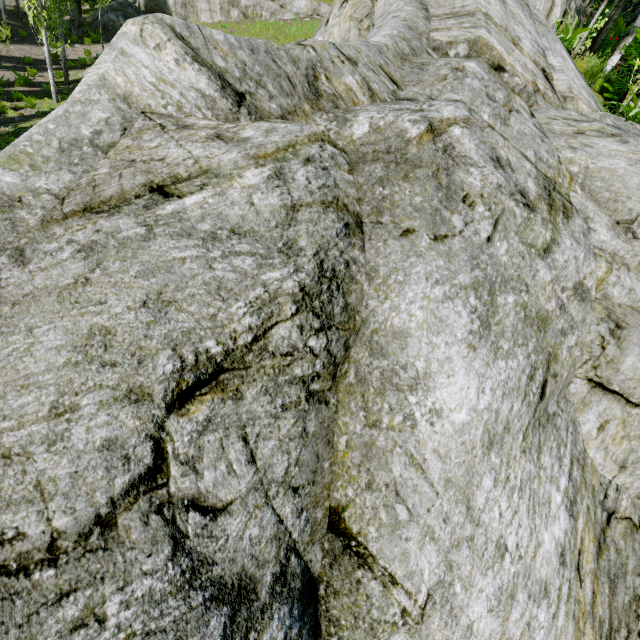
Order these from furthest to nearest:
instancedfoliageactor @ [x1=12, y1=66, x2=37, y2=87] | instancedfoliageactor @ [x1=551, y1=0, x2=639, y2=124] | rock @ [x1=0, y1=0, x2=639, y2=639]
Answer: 1. instancedfoliageactor @ [x1=12, y1=66, x2=37, y2=87]
2. instancedfoliageactor @ [x1=551, y1=0, x2=639, y2=124]
3. rock @ [x1=0, y1=0, x2=639, y2=639]

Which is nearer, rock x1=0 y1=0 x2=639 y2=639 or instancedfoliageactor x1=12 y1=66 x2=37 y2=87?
rock x1=0 y1=0 x2=639 y2=639

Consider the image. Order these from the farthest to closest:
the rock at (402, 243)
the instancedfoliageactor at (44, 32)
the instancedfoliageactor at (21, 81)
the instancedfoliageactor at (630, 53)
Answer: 1. the instancedfoliageactor at (21, 81)
2. the instancedfoliageactor at (44, 32)
3. the instancedfoliageactor at (630, 53)
4. the rock at (402, 243)

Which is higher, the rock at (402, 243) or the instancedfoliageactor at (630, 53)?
the instancedfoliageactor at (630, 53)

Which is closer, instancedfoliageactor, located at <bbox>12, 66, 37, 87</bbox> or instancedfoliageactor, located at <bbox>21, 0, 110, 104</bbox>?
instancedfoliageactor, located at <bbox>21, 0, 110, 104</bbox>

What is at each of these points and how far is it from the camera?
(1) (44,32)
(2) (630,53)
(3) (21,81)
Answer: (1) instancedfoliageactor, 15.6 meters
(2) instancedfoliageactor, 11.2 meters
(3) instancedfoliageactor, 18.2 meters

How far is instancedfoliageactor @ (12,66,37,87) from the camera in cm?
1811
